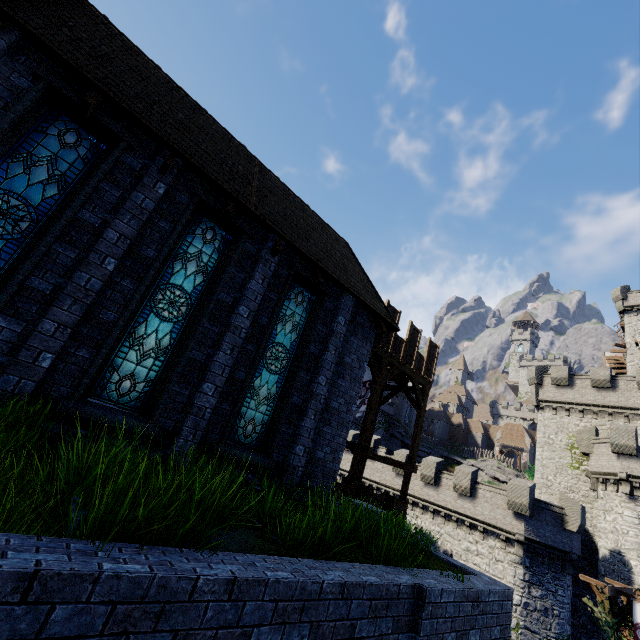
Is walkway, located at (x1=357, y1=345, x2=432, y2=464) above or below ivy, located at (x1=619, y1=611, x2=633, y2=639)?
above

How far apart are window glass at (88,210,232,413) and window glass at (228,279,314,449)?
1.8m

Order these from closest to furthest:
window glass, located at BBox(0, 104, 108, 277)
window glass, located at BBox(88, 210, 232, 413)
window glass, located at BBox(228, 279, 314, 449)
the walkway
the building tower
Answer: window glass, located at BBox(0, 104, 108, 277)
window glass, located at BBox(88, 210, 232, 413)
window glass, located at BBox(228, 279, 314, 449)
the walkway
the building tower

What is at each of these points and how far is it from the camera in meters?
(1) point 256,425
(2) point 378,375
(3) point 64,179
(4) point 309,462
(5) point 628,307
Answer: (1) window glass, 8.2 m
(2) walkway, 14.3 m
(3) window glass, 6.0 m
(4) building, 9.1 m
(5) building, 38.9 m

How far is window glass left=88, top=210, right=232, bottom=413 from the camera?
6.32m

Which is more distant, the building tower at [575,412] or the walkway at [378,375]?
the building tower at [575,412]

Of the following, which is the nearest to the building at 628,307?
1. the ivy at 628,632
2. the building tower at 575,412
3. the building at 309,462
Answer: the building tower at 575,412

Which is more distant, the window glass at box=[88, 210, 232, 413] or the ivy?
the ivy
